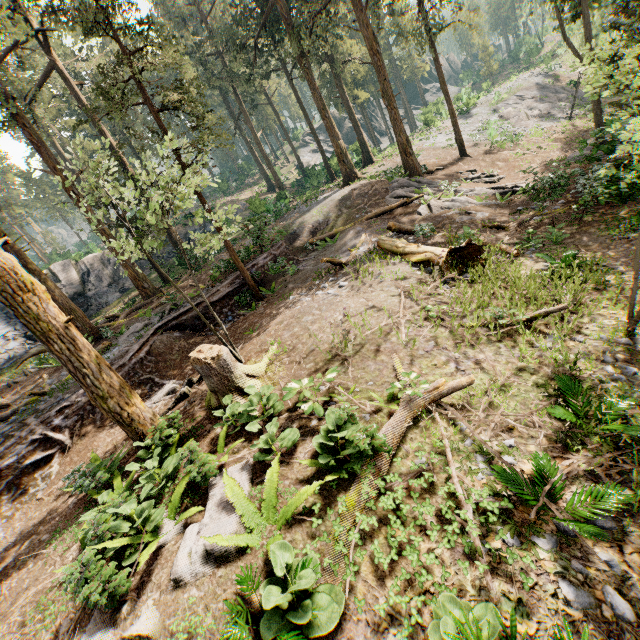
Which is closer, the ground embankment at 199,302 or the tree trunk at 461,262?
the tree trunk at 461,262

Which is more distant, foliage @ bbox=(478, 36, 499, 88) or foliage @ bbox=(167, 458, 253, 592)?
foliage @ bbox=(478, 36, 499, 88)

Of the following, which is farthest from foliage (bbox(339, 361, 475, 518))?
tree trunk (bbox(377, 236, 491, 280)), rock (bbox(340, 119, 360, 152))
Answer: tree trunk (bbox(377, 236, 491, 280))

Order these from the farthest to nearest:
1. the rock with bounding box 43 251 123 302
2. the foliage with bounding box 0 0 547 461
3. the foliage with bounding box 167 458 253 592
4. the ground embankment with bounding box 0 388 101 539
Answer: the rock with bounding box 43 251 123 302 < the ground embankment with bounding box 0 388 101 539 < the foliage with bounding box 0 0 547 461 < the foliage with bounding box 167 458 253 592

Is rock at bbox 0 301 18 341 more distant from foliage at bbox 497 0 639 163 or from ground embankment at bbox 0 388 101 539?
ground embankment at bbox 0 388 101 539

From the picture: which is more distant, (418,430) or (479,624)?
(418,430)

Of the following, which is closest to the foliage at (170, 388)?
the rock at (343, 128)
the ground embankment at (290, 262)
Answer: the ground embankment at (290, 262)
